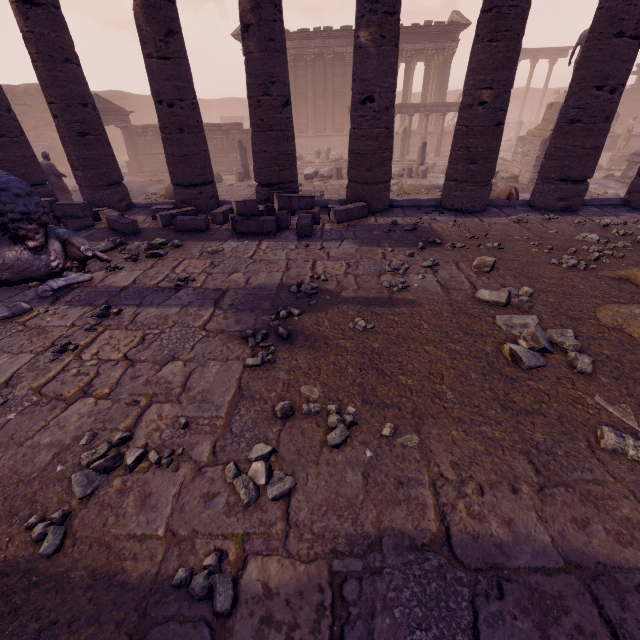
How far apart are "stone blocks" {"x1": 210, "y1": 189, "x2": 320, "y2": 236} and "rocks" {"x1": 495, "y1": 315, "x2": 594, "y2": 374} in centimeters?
391cm

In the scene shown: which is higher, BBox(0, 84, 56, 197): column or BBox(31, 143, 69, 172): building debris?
BBox(0, 84, 56, 197): column

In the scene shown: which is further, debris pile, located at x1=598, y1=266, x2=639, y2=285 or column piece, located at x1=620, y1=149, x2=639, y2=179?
column piece, located at x1=620, y1=149, x2=639, y2=179

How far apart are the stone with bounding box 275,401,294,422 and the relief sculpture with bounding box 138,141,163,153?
22.18m

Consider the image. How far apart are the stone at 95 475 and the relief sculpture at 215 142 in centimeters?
2049cm

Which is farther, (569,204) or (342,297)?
(569,204)

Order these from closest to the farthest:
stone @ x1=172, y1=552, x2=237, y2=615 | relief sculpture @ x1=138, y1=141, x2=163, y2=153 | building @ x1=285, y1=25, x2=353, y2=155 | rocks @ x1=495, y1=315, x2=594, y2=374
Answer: stone @ x1=172, y1=552, x2=237, y2=615 → rocks @ x1=495, y1=315, x2=594, y2=374 → relief sculpture @ x1=138, y1=141, x2=163, y2=153 → building @ x1=285, y1=25, x2=353, y2=155

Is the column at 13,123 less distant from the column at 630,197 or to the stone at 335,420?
the stone at 335,420
